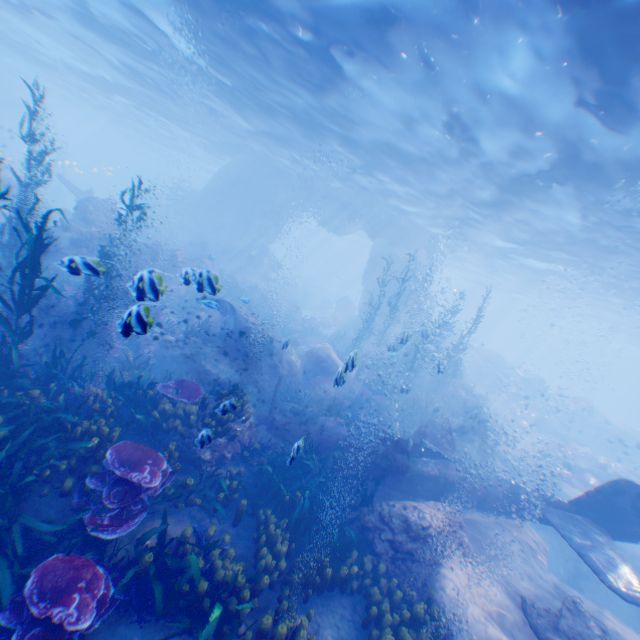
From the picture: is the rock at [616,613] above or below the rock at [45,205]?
below

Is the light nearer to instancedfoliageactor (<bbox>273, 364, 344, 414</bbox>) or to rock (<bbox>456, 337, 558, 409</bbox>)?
rock (<bbox>456, 337, 558, 409</bbox>)

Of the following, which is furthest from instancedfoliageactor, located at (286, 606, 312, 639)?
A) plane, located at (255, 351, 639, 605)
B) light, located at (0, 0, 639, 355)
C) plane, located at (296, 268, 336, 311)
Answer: plane, located at (296, 268, 336, 311)

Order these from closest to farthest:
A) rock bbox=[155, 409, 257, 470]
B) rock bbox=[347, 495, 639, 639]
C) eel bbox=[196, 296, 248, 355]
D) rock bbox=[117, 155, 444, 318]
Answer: rock bbox=[347, 495, 639, 639] < rock bbox=[155, 409, 257, 470] < eel bbox=[196, 296, 248, 355] < rock bbox=[117, 155, 444, 318]

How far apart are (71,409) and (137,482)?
Answer: 2.3m

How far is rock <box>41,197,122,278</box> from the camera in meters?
4.9 m

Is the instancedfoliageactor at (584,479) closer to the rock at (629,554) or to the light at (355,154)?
Answer: the rock at (629,554)

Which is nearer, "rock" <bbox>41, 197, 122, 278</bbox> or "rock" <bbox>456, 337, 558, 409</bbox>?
"rock" <bbox>41, 197, 122, 278</bbox>
